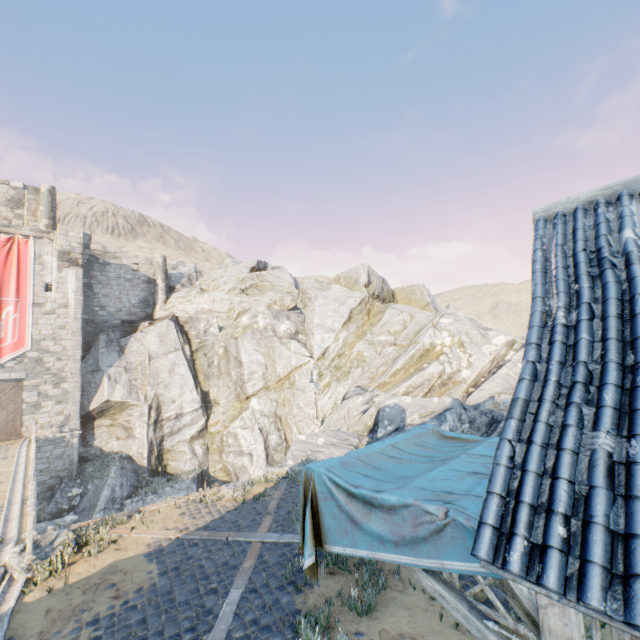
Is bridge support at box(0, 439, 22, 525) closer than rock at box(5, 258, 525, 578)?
Yes

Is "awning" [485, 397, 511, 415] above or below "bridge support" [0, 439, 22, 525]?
above

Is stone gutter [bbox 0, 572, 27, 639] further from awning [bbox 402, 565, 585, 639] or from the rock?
→ awning [bbox 402, 565, 585, 639]

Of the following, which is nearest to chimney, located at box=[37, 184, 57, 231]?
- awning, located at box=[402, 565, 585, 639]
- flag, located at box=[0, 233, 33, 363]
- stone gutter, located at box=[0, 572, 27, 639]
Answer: flag, located at box=[0, 233, 33, 363]

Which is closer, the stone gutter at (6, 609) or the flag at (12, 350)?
the stone gutter at (6, 609)

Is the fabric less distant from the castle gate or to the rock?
the rock

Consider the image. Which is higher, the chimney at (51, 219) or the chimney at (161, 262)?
the chimney at (51, 219)

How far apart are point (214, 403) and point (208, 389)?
1.4m
